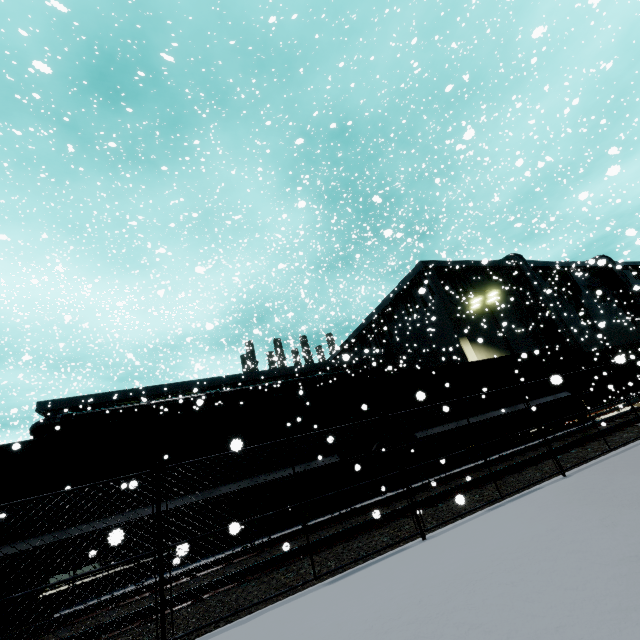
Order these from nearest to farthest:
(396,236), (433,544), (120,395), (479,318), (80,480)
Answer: (433,544) → (80,480) → (396,236) → (120,395) → (479,318)

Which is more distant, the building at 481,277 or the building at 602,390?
the building at 602,390

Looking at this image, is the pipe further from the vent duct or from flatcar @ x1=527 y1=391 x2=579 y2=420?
the vent duct

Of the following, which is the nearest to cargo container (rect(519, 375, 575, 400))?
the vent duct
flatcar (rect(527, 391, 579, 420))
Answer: flatcar (rect(527, 391, 579, 420))

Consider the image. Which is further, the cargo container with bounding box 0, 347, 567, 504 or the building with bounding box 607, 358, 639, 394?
the building with bounding box 607, 358, 639, 394

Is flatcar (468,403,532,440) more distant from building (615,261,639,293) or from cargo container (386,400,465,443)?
building (615,261,639,293)

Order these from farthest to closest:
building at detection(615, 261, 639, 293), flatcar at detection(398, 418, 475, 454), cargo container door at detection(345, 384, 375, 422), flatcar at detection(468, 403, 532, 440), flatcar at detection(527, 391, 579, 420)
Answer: building at detection(615, 261, 639, 293) < flatcar at detection(527, 391, 579, 420) < flatcar at detection(468, 403, 532, 440) < cargo container door at detection(345, 384, 375, 422) < flatcar at detection(398, 418, 475, 454)

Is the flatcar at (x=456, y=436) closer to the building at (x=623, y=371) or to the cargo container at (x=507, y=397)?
the cargo container at (x=507, y=397)
